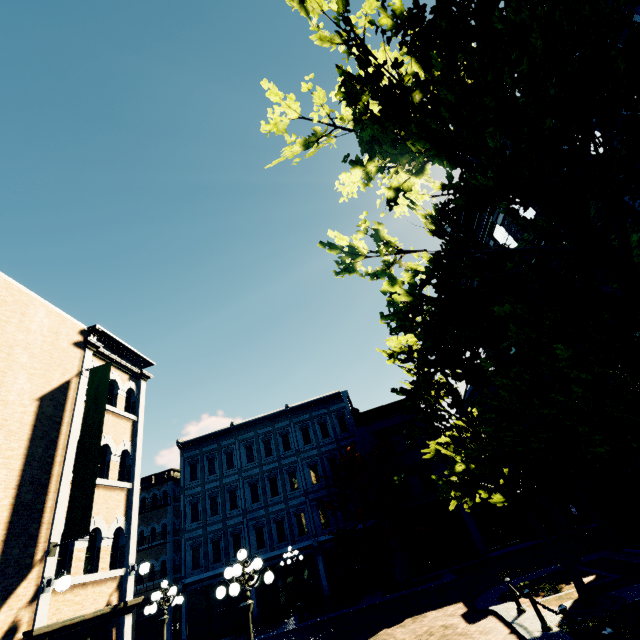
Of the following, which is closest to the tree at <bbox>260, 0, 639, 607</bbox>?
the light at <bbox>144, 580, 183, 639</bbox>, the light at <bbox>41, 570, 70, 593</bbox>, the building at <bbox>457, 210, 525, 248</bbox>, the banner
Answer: the building at <bbox>457, 210, 525, 248</bbox>

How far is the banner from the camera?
8.3m

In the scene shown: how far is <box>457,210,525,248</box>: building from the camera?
13.77m

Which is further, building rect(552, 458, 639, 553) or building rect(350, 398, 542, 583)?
building rect(350, 398, 542, 583)

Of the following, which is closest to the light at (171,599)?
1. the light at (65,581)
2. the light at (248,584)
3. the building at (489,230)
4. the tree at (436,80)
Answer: the light at (65,581)

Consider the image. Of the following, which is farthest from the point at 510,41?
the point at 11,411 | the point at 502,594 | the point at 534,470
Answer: the point at 502,594

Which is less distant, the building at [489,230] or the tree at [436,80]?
the tree at [436,80]
